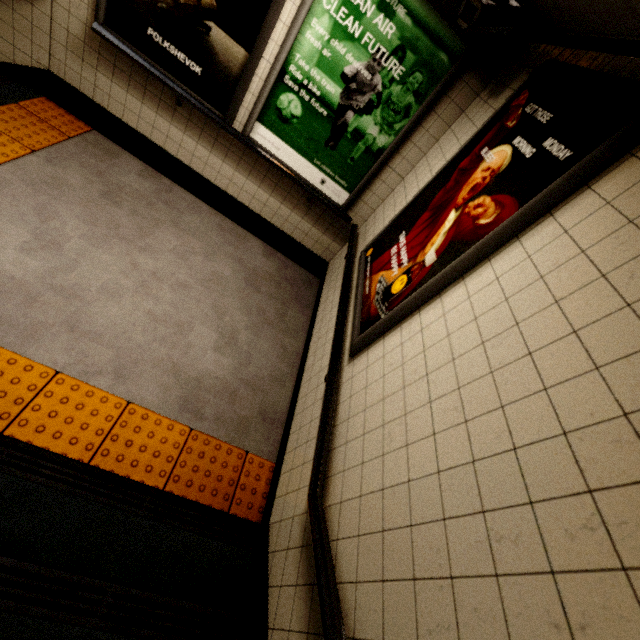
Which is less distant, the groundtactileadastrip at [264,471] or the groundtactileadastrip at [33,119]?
the groundtactileadastrip at [264,471]

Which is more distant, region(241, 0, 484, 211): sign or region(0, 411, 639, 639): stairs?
region(241, 0, 484, 211): sign

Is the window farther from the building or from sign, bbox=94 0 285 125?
sign, bbox=94 0 285 125

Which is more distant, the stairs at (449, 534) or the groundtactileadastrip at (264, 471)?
the groundtactileadastrip at (264, 471)

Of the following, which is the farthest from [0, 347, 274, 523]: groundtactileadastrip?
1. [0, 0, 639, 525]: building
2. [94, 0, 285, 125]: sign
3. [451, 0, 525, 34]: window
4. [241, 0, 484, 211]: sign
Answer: [451, 0, 525, 34]: window

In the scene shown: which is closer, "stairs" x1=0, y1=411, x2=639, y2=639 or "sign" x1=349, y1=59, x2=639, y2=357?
"stairs" x1=0, y1=411, x2=639, y2=639

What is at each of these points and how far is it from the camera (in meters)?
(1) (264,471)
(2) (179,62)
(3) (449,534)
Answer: (1) groundtactileadastrip, 2.47
(2) sign, 2.82
(3) stairs, 1.00

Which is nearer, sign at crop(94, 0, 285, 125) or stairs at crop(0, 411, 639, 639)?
stairs at crop(0, 411, 639, 639)
